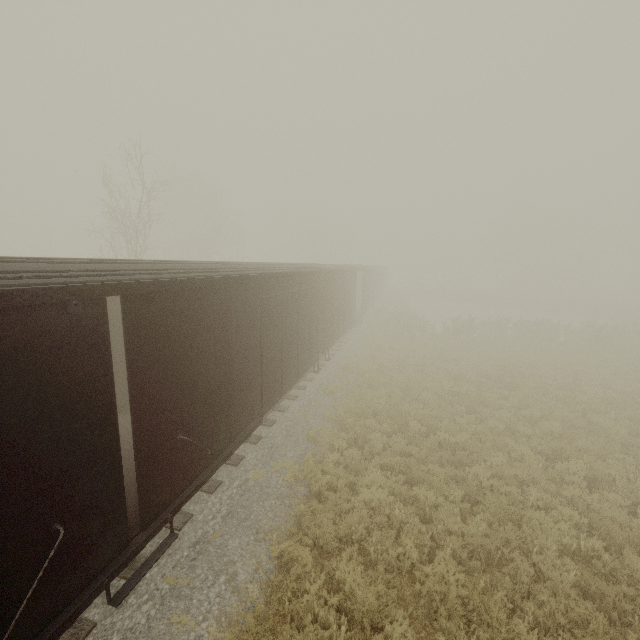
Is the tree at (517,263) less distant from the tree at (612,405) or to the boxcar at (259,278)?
the tree at (612,405)

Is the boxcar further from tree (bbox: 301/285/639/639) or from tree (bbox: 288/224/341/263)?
tree (bbox: 288/224/341/263)

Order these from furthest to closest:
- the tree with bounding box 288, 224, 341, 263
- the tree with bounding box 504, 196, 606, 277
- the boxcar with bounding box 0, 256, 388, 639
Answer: the tree with bounding box 504, 196, 606, 277, the tree with bounding box 288, 224, 341, 263, the boxcar with bounding box 0, 256, 388, 639

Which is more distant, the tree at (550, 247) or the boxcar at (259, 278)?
the tree at (550, 247)

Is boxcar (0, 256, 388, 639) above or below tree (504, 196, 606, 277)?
below

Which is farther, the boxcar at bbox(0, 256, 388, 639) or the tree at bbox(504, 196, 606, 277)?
the tree at bbox(504, 196, 606, 277)

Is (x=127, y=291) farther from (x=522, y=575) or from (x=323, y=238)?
(x=323, y=238)

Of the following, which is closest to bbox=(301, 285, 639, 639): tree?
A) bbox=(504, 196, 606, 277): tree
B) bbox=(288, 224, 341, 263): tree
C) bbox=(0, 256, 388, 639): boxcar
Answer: bbox=(504, 196, 606, 277): tree
